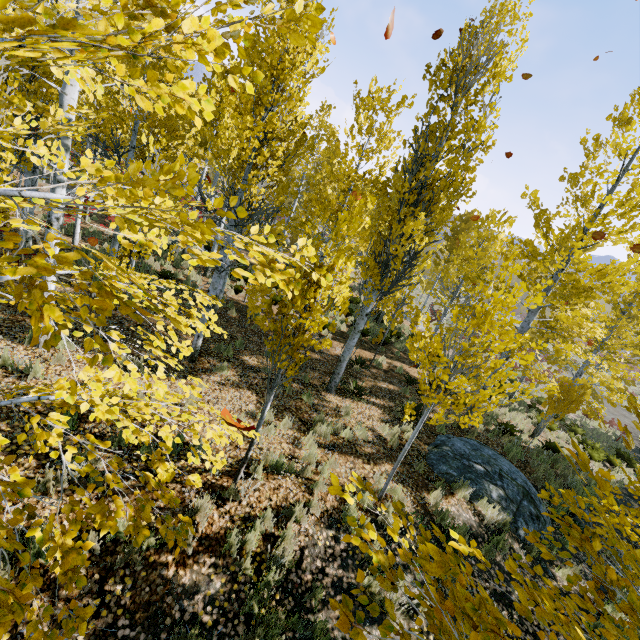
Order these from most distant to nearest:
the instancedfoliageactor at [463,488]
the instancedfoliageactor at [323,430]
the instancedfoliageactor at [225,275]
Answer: the instancedfoliageactor at [463,488] → the instancedfoliageactor at [323,430] → the instancedfoliageactor at [225,275]

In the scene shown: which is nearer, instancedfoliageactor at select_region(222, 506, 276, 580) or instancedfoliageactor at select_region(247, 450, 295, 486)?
instancedfoliageactor at select_region(222, 506, 276, 580)

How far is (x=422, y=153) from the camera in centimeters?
684cm

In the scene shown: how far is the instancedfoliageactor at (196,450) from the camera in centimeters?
246cm

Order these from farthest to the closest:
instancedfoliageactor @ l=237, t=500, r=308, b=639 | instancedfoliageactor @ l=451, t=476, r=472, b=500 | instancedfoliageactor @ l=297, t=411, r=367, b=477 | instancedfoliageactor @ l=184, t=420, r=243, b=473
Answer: instancedfoliageactor @ l=451, t=476, r=472, b=500 < instancedfoliageactor @ l=297, t=411, r=367, b=477 < instancedfoliageactor @ l=237, t=500, r=308, b=639 < instancedfoliageactor @ l=184, t=420, r=243, b=473
